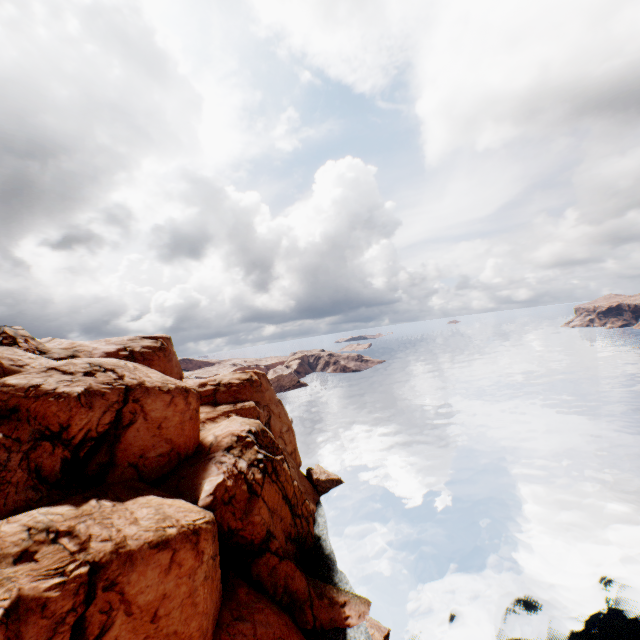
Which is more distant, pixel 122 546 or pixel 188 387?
pixel 188 387
